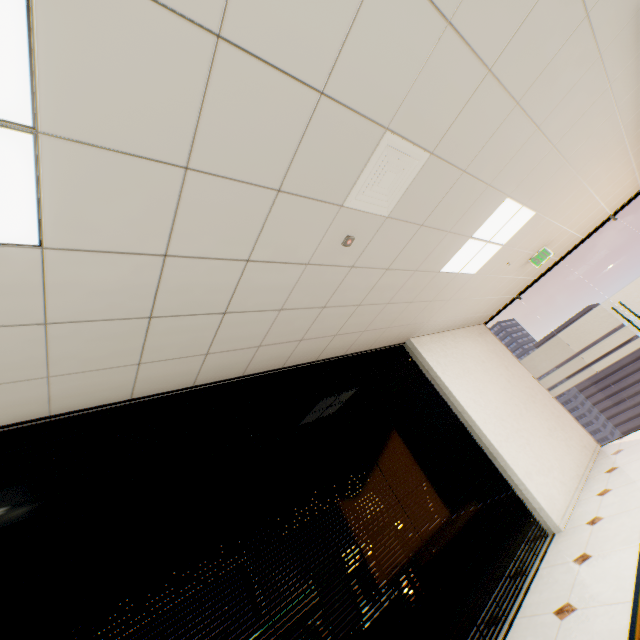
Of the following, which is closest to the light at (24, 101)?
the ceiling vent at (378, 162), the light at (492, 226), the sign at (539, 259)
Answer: the ceiling vent at (378, 162)

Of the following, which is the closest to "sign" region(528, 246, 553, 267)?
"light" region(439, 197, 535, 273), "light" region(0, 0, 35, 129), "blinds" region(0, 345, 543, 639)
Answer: "light" region(439, 197, 535, 273)

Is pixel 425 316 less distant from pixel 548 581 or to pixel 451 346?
pixel 451 346

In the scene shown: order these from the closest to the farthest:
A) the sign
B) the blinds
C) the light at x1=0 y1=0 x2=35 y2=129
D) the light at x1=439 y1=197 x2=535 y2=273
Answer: the light at x1=0 y1=0 x2=35 y2=129, the blinds, the light at x1=439 y1=197 x2=535 y2=273, the sign

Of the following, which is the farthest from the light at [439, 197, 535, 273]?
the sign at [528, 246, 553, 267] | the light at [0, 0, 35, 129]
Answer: the light at [0, 0, 35, 129]

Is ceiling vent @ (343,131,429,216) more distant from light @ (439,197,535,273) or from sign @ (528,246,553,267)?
sign @ (528,246,553,267)

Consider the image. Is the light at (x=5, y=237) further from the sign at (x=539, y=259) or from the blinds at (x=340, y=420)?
the sign at (x=539, y=259)
